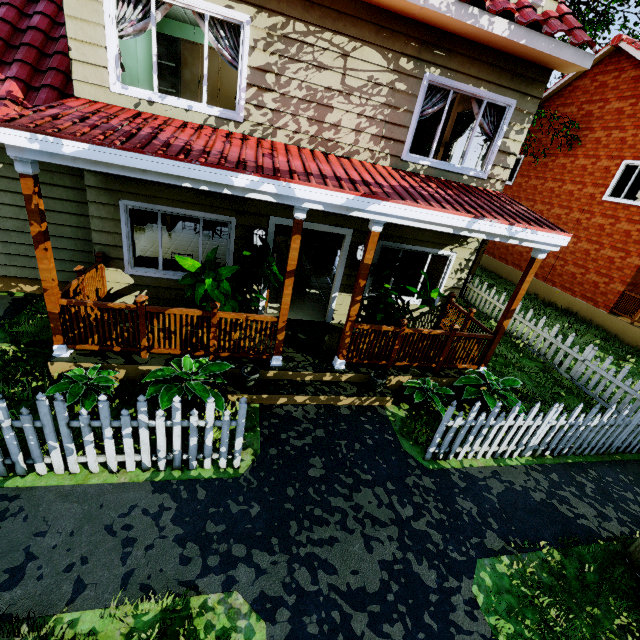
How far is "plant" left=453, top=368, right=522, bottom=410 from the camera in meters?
6.1

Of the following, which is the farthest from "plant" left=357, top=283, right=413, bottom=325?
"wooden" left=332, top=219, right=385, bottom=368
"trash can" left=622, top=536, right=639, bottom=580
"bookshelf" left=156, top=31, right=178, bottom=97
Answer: "bookshelf" left=156, top=31, right=178, bottom=97

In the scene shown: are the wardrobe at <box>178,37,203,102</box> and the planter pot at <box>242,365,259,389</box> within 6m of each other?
no

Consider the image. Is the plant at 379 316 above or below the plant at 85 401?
above

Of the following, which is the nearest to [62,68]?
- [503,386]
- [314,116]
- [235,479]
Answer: [314,116]

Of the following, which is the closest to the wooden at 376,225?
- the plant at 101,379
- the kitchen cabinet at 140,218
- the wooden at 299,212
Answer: the wooden at 299,212

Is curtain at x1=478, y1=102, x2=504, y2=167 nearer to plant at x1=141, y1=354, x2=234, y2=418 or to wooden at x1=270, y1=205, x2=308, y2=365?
wooden at x1=270, y1=205, x2=308, y2=365

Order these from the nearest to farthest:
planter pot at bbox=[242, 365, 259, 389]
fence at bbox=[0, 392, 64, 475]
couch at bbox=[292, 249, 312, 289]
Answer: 1. fence at bbox=[0, 392, 64, 475]
2. planter pot at bbox=[242, 365, 259, 389]
3. couch at bbox=[292, 249, 312, 289]
